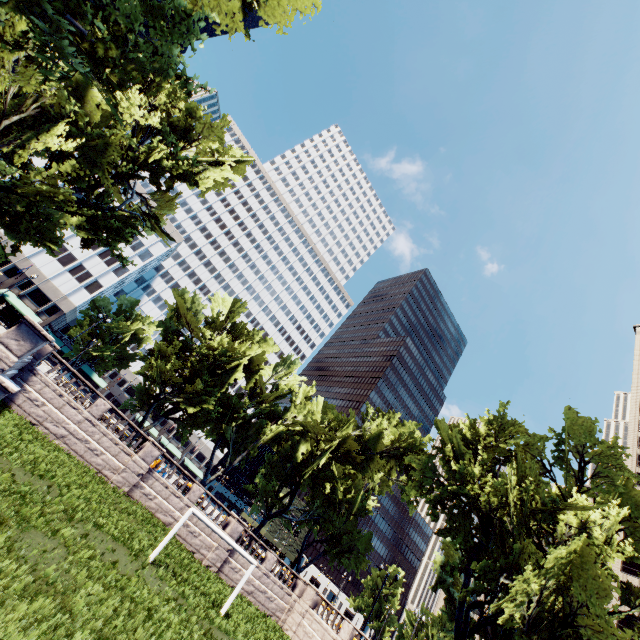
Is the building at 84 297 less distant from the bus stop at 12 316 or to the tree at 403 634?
the tree at 403 634

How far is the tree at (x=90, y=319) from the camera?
56.3m

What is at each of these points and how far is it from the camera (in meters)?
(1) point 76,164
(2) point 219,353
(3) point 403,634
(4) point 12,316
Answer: (1) tree, 20.19
(2) tree, 32.28
(3) tree, 57.06
(4) bus stop, 47.38

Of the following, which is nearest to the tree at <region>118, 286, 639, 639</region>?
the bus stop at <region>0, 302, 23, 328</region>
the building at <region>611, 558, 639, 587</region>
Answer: the bus stop at <region>0, 302, 23, 328</region>

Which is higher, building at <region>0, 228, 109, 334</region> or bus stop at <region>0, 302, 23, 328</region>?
building at <region>0, 228, 109, 334</region>

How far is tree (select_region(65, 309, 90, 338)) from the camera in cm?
5628

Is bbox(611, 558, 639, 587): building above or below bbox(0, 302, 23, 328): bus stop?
above

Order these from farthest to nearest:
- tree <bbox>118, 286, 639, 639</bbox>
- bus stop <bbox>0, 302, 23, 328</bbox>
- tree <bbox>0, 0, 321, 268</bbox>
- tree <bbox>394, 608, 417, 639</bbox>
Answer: tree <bbox>394, 608, 417, 639</bbox>, bus stop <bbox>0, 302, 23, 328</bbox>, tree <bbox>118, 286, 639, 639</bbox>, tree <bbox>0, 0, 321, 268</bbox>
